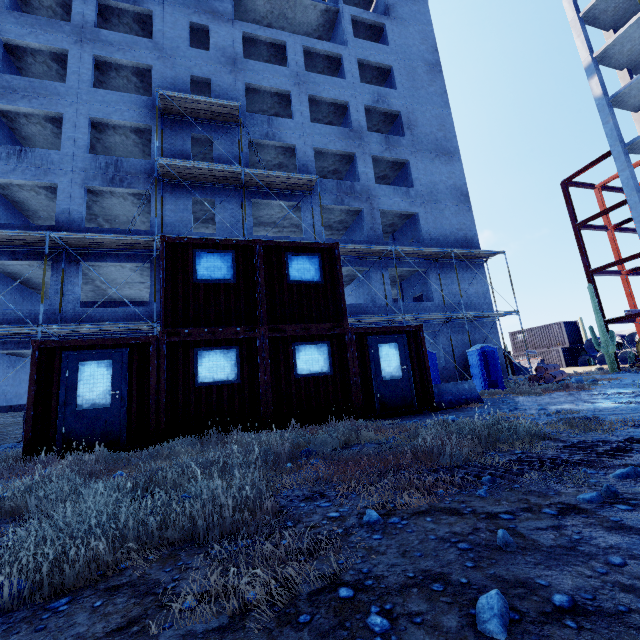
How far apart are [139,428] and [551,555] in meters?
7.7

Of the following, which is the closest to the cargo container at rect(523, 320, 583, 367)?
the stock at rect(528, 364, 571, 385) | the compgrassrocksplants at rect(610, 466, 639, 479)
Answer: the stock at rect(528, 364, 571, 385)

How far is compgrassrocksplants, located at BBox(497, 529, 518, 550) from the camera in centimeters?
184cm

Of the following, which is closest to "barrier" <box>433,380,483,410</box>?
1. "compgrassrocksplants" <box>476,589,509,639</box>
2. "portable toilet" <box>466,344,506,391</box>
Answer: "portable toilet" <box>466,344,506,391</box>

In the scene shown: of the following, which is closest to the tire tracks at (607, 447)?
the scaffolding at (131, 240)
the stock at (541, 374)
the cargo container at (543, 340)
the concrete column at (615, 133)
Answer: the scaffolding at (131, 240)

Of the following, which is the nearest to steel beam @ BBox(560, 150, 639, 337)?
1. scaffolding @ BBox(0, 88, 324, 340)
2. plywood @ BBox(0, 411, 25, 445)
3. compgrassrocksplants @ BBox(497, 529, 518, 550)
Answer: scaffolding @ BBox(0, 88, 324, 340)

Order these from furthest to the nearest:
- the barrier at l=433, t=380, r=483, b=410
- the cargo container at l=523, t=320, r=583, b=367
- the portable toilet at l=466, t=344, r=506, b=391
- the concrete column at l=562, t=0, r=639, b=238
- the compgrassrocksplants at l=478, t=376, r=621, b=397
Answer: the cargo container at l=523, t=320, r=583, b=367 → the concrete column at l=562, t=0, r=639, b=238 → the portable toilet at l=466, t=344, r=506, b=391 → the compgrassrocksplants at l=478, t=376, r=621, b=397 → the barrier at l=433, t=380, r=483, b=410

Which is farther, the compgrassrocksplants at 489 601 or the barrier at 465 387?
the barrier at 465 387
